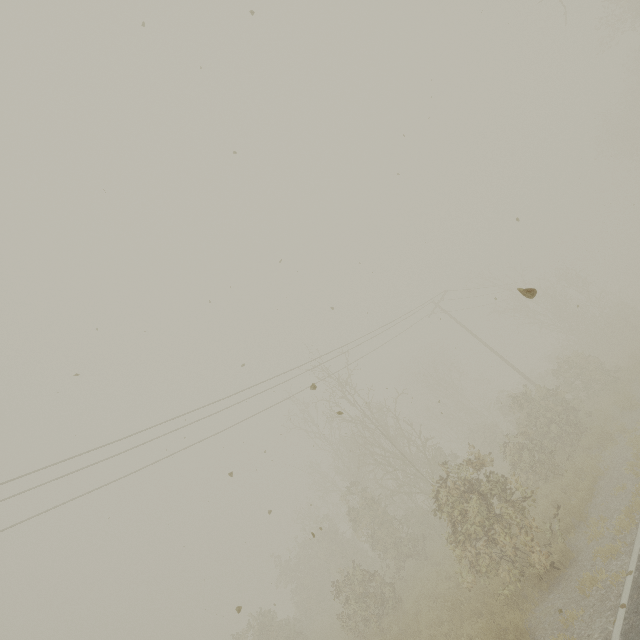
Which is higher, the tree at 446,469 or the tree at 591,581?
the tree at 446,469

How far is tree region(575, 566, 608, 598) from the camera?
6.5 meters

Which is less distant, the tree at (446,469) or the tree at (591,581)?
the tree at (591,581)

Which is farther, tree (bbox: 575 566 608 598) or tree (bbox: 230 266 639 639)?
tree (bbox: 230 266 639 639)

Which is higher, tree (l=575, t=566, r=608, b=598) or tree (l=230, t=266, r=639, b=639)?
tree (l=230, t=266, r=639, b=639)

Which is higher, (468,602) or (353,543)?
(353,543)
